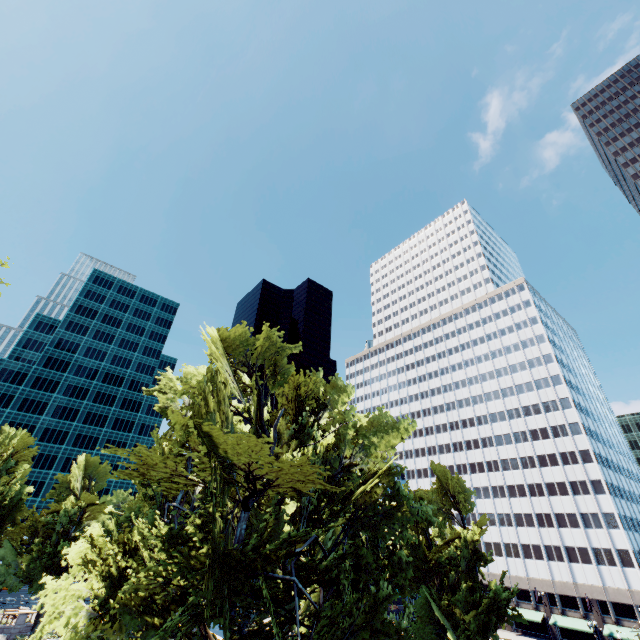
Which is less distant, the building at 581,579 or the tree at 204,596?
the tree at 204,596

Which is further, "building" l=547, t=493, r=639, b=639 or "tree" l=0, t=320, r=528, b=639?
"building" l=547, t=493, r=639, b=639

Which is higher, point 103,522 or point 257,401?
point 257,401
